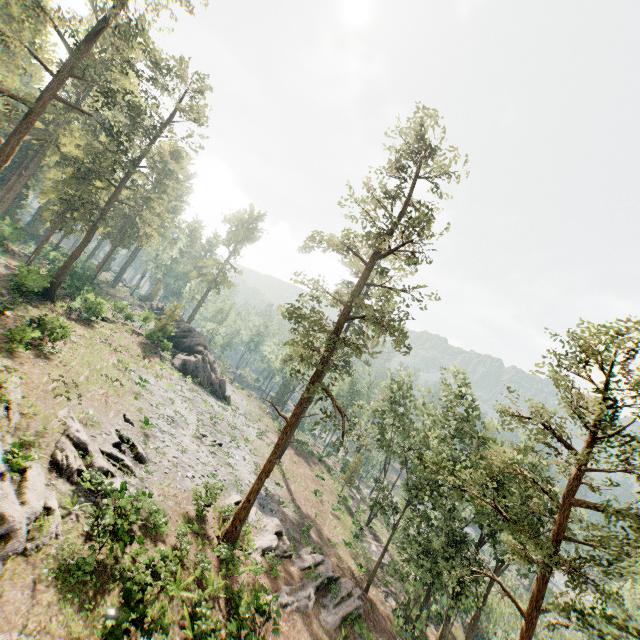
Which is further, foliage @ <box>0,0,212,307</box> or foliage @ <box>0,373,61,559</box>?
foliage @ <box>0,0,212,307</box>

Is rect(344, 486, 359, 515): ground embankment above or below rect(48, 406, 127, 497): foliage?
below

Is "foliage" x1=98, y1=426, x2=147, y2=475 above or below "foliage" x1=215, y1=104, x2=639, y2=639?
below

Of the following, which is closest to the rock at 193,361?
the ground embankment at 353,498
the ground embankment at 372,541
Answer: the ground embankment at 353,498

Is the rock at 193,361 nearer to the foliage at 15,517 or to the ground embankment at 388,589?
the foliage at 15,517

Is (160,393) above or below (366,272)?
below

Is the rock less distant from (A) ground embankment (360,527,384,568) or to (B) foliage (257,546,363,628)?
(B) foliage (257,546,363,628)
